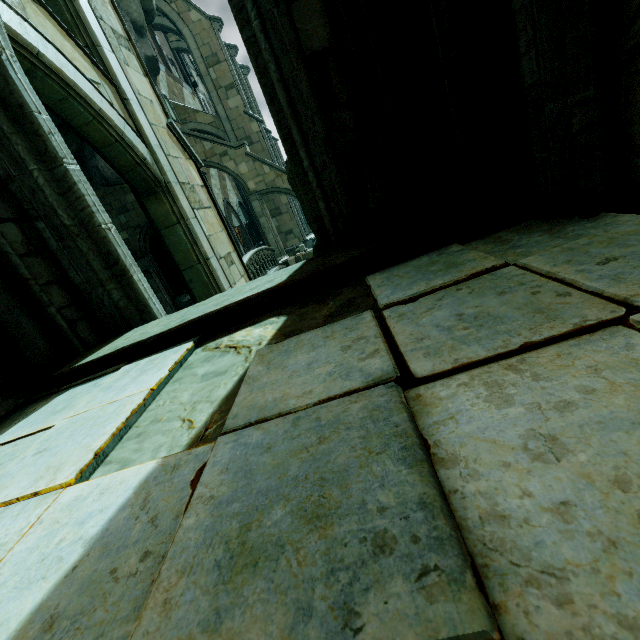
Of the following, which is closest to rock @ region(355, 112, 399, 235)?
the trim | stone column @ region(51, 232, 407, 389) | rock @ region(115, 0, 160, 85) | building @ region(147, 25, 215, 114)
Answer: stone column @ region(51, 232, 407, 389)

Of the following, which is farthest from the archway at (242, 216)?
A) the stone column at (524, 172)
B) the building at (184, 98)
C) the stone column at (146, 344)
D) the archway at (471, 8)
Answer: the stone column at (524, 172)

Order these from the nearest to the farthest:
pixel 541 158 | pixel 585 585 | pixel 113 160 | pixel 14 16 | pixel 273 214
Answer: pixel 585 585
pixel 541 158
pixel 14 16
pixel 113 160
pixel 273 214

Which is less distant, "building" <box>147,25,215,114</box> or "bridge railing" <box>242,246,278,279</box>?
"bridge railing" <box>242,246,278,279</box>

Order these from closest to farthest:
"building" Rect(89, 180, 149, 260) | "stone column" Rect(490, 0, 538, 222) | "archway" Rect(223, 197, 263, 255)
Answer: "stone column" Rect(490, 0, 538, 222) → "building" Rect(89, 180, 149, 260) → "archway" Rect(223, 197, 263, 255)

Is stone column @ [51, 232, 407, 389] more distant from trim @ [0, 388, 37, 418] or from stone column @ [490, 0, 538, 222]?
trim @ [0, 388, 37, 418]

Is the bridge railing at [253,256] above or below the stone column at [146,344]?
below

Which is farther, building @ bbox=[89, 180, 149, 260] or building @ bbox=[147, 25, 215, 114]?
building @ bbox=[147, 25, 215, 114]
